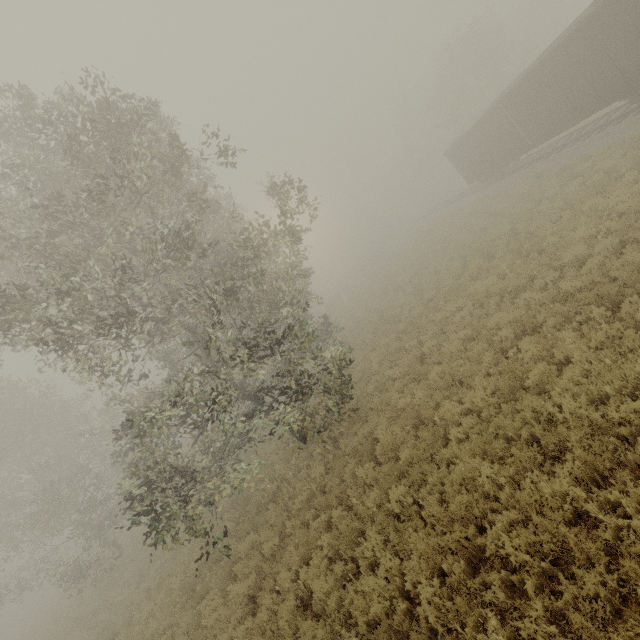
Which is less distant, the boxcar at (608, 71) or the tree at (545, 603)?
the tree at (545, 603)

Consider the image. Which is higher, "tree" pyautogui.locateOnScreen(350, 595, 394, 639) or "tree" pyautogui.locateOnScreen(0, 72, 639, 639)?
"tree" pyautogui.locateOnScreen(0, 72, 639, 639)

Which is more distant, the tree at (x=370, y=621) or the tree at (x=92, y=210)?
the tree at (x=92, y=210)

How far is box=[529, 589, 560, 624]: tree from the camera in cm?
413

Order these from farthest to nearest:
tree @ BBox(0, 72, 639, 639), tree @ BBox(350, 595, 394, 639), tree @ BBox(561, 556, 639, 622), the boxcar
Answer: the boxcar → tree @ BBox(0, 72, 639, 639) → tree @ BBox(350, 595, 394, 639) → tree @ BBox(561, 556, 639, 622)

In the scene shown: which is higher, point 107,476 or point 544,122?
point 107,476

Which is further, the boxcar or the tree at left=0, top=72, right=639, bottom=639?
the boxcar

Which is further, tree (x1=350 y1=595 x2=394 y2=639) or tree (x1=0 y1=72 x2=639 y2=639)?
tree (x1=0 y1=72 x2=639 y2=639)
